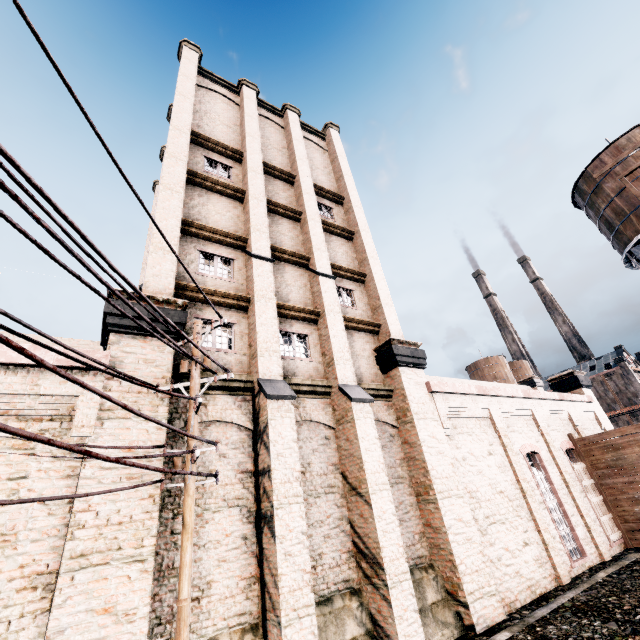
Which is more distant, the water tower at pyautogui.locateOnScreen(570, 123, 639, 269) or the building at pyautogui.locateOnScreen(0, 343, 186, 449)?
the water tower at pyautogui.locateOnScreen(570, 123, 639, 269)

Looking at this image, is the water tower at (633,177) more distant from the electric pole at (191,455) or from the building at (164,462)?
the electric pole at (191,455)

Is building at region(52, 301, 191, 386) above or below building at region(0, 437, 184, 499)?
above

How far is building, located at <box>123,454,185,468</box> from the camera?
7.60m

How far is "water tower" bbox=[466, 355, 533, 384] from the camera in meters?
54.8 m

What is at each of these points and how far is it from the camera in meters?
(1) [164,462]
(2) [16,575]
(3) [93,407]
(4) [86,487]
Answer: (1) building, 8.7
(2) building, 5.9
(3) building, 7.6
(4) building, 6.9

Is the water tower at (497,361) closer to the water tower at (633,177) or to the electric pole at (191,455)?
the water tower at (633,177)
